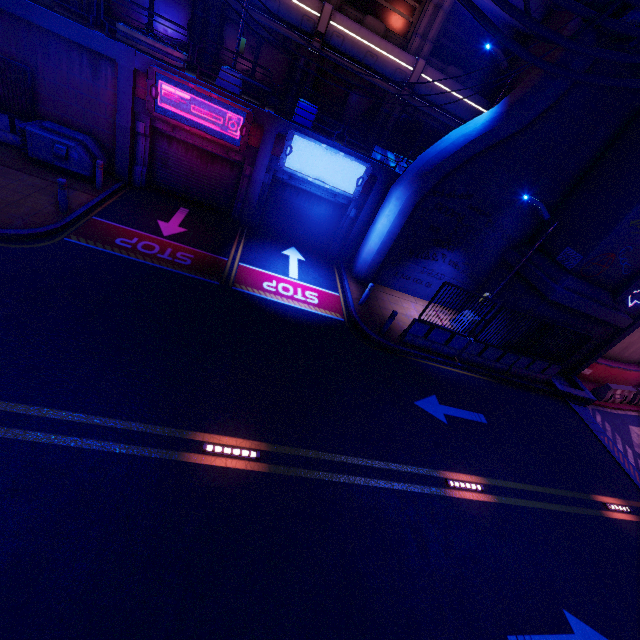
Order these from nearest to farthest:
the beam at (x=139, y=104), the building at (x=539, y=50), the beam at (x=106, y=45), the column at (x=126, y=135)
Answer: the beam at (x=106, y=45) < the column at (x=126, y=135) < the beam at (x=139, y=104) < the building at (x=539, y=50)

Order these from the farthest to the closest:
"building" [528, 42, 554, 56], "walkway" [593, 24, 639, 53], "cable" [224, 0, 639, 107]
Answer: "building" [528, 42, 554, 56]
"walkway" [593, 24, 639, 53]
"cable" [224, 0, 639, 107]

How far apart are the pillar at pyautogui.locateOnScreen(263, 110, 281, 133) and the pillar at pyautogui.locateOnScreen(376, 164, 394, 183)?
4.6m

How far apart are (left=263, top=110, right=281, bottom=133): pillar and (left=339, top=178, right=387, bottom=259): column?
4.59m

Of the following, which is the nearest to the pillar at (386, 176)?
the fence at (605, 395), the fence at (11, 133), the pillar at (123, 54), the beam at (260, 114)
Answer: the beam at (260, 114)

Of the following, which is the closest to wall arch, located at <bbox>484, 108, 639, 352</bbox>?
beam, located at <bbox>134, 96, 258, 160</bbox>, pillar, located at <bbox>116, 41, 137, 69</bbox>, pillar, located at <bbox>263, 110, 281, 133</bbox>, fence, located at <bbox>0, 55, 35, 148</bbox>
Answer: pillar, located at <bbox>263, 110, 281, 133</bbox>

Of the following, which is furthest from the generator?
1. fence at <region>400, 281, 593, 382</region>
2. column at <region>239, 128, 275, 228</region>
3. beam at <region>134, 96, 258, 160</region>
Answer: fence at <region>400, 281, 593, 382</region>

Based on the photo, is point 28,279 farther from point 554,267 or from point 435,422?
point 554,267
